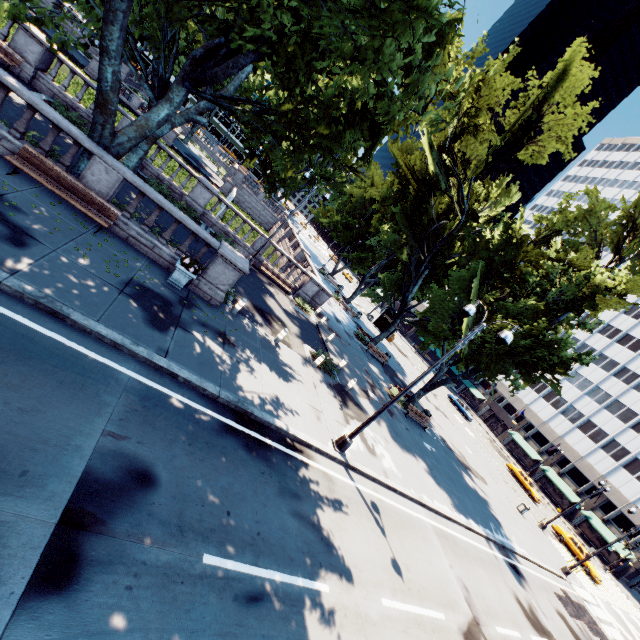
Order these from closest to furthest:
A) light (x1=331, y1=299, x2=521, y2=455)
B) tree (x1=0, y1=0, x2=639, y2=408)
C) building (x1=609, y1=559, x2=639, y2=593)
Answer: tree (x1=0, y1=0, x2=639, y2=408)
light (x1=331, y1=299, x2=521, y2=455)
building (x1=609, y1=559, x2=639, y2=593)

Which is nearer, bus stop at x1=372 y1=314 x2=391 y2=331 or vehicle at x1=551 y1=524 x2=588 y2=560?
vehicle at x1=551 y1=524 x2=588 y2=560

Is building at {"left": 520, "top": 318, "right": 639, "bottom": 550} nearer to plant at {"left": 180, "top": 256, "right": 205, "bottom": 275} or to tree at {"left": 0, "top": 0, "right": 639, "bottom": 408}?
tree at {"left": 0, "top": 0, "right": 639, "bottom": 408}

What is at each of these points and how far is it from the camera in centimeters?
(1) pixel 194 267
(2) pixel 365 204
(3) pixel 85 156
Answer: (1) plant, 1164cm
(2) tree, 4344cm
(3) tree, 1128cm

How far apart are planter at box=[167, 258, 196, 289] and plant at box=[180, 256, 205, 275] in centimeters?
1cm

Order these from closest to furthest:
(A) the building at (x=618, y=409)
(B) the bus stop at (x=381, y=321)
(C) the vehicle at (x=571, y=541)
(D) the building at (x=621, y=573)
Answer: (C) the vehicle at (x=571, y=541)
(D) the building at (x=621, y=573)
(A) the building at (x=618, y=409)
(B) the bus stop at (x=381, y=321)

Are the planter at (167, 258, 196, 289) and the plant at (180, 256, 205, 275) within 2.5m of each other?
yes

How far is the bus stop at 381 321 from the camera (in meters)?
49.08
